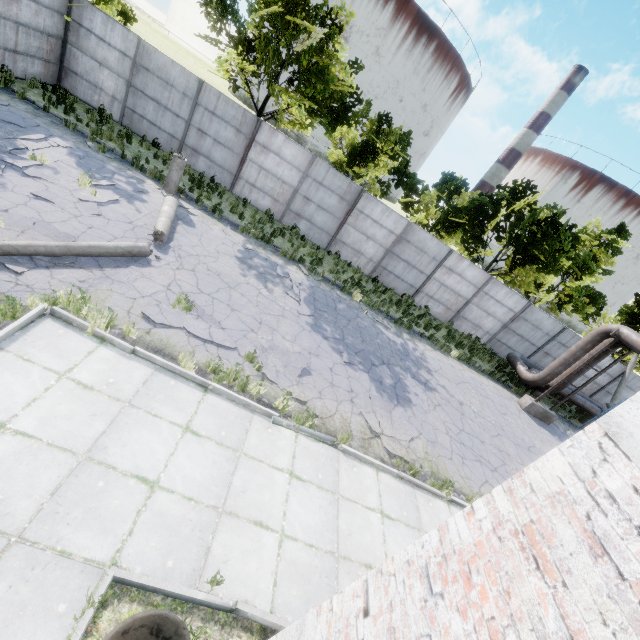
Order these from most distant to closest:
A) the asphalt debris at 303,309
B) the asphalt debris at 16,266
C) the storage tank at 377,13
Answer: the storage tank at 377,13
the asphalt debris at 303,309
the asphalt debris at 16,266

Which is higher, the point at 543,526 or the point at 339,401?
the point at 543,526

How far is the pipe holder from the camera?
13.60m

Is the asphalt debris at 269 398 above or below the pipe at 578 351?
below

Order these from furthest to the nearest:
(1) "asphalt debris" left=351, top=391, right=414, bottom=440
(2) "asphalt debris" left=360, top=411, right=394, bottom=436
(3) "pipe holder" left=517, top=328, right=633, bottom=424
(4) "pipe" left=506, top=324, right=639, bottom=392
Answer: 1. (3) "pipe holder" left=517, top=328, right=633, bottom=424
2. (4) "pipe" left=506, top=324, right=639, bottom=392
3. (1) "asphalt debris" left=351, top=391, right=414, bottom=440
4. (2) "asphalt debris" left=360, top=411, right=394, bottom=436

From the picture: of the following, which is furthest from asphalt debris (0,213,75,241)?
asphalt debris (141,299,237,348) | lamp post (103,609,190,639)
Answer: lamp post (103,609,190,639)

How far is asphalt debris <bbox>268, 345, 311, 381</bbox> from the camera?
7.98m

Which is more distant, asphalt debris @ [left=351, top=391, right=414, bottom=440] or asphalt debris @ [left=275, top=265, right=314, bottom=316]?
asphalt debris @ [left=275, top=265, right=314, bottom=316]
